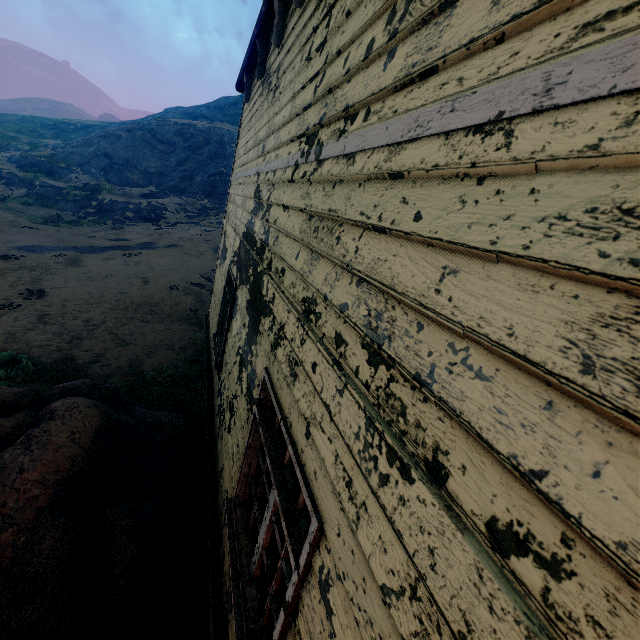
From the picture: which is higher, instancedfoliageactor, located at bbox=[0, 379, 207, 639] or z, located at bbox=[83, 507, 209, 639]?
instancedfoliageactor, located at bbox=[0, 379, 207, 639]

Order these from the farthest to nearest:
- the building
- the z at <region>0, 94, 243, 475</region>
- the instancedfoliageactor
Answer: the z at <region>0, 94, 243, 475</region> → the instancedfoliageactor → the building

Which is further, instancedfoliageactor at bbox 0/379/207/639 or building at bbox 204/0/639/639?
instancedfoliageactor at bbox 0/379/207/639

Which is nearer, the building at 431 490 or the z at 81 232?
the building at 431 490

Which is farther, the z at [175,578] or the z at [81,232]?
the z at [81,232]

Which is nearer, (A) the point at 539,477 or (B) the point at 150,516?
(A) the point at 539,477

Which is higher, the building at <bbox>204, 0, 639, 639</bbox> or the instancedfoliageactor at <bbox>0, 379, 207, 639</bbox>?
the building at <bbox>204, 0, 639, 639</bbox>

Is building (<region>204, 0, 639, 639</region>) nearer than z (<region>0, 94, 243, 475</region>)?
Yes
